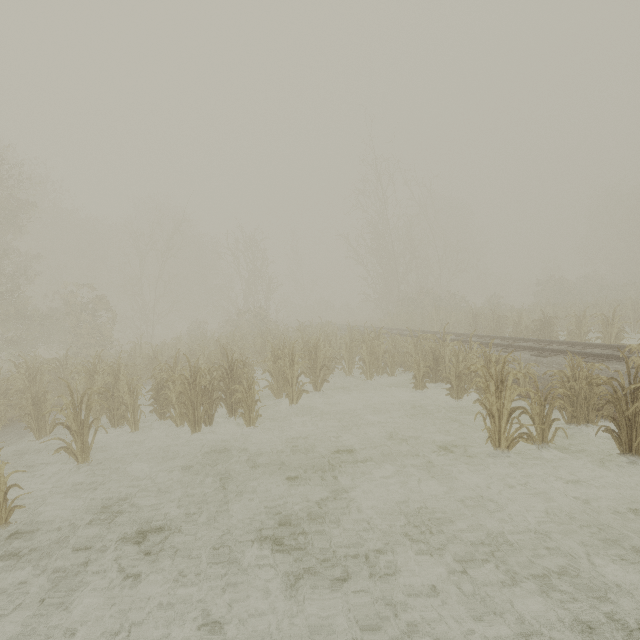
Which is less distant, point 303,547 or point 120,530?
point 303,547

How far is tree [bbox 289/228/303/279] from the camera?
45.2m

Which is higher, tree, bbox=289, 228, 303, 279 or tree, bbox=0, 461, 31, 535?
tree, bbox=289, 228, 303, 279

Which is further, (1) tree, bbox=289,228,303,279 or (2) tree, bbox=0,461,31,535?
(1) tree, bbox=289,228,303,279

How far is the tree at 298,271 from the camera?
45.2 meters

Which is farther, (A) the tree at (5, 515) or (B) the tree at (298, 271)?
(B) the tree at (298, 271)
